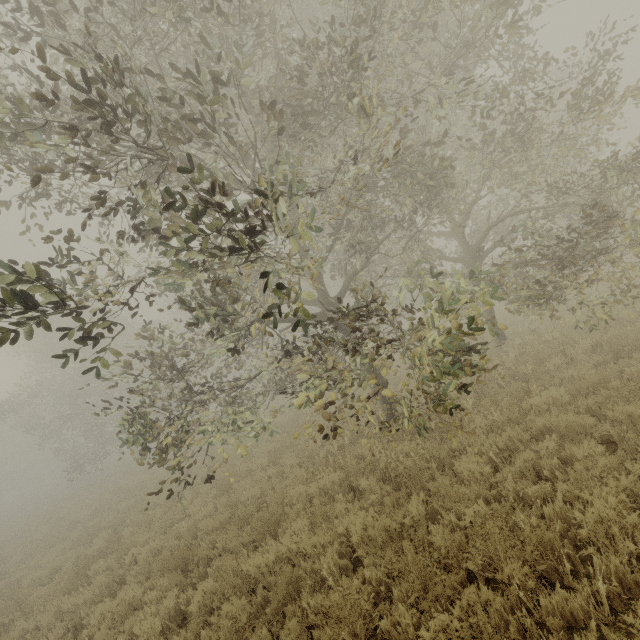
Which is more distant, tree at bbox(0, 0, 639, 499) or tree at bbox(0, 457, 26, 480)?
tree at bbox(0, 457, 26, 480)

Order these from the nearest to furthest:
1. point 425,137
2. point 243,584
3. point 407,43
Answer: point 243,584 → point 407,43 → point 425,137

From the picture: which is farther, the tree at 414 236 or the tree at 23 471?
the tree at 23 471
